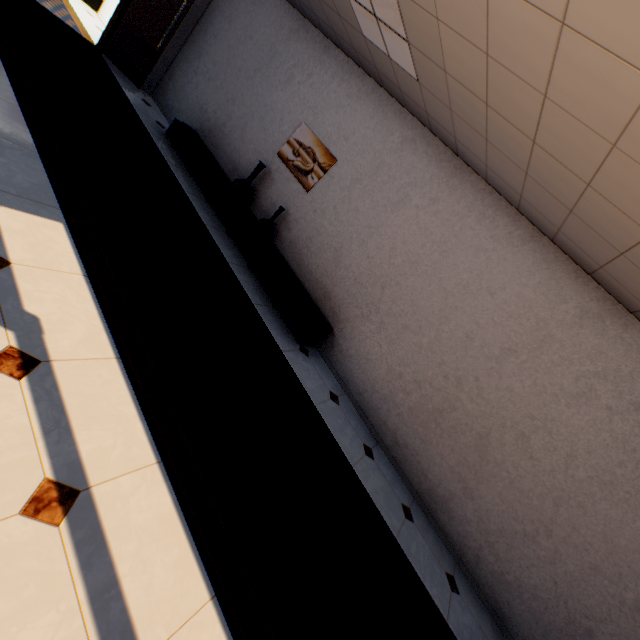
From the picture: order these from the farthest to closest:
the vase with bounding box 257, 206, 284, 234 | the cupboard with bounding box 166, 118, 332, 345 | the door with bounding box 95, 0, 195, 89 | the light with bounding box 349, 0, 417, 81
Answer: the door with bounding box 95, 0, 195, 89
the vase with bounding box 257, 206, 284, 234
the cupboard with bounding box 166, 118, 332, 345
the light with bounding box 349, 0, 417, 81

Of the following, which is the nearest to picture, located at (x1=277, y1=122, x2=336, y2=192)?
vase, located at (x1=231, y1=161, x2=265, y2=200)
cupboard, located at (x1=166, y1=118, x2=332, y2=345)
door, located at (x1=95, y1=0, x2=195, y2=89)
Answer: vase, located at (x1=231, y1=161, x2=265, y2=200)

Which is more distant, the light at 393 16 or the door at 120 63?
the door at 120 63

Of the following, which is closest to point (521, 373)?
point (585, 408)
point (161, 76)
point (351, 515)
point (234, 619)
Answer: point (585, 408)

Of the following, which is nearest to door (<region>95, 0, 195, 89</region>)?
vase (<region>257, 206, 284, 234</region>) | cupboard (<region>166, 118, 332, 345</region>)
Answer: cupboard (<region>166, 118, 332, 345</region>)

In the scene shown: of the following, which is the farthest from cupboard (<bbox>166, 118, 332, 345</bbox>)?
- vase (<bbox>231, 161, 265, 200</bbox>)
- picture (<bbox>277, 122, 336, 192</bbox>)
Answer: picture (<bbox>277, 122, 336, 192</bbox>)

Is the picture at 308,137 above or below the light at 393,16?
below

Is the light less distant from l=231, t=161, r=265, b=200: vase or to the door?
l=231, t=161, r=265, b=200: vase
